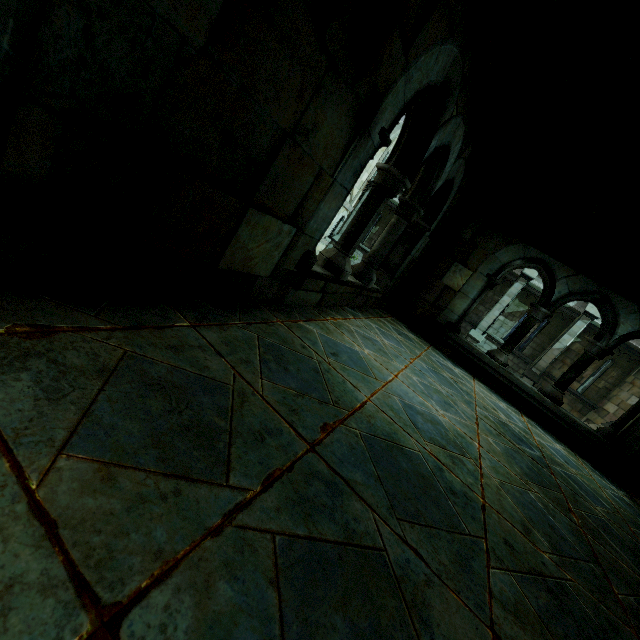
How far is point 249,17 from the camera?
1.19m
